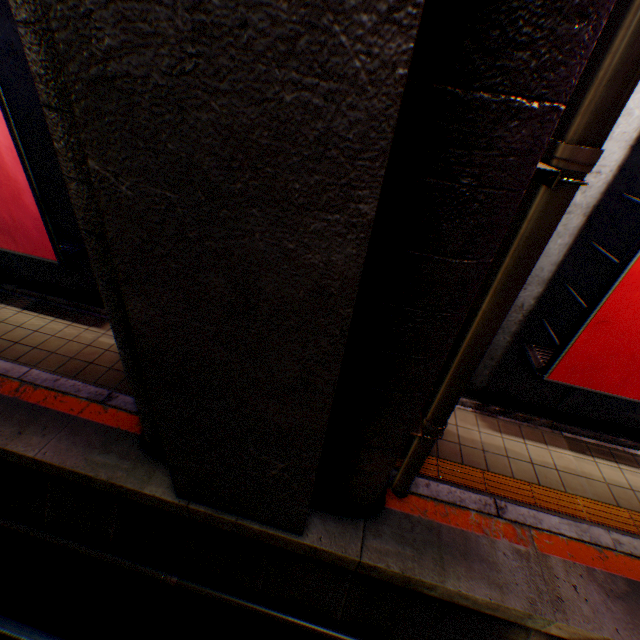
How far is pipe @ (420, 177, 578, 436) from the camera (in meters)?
2.01

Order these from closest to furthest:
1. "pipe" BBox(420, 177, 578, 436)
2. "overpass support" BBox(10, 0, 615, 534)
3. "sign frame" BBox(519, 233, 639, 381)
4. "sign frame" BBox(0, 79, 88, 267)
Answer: "overpass support" BBox(10, 0, 615, 534)
"pipe" BBox(420, 177, 578, 436)
"sign frame" BBox(519, 233, 639, 381)
"sign frame" BBox(0, 79, 88, 267)

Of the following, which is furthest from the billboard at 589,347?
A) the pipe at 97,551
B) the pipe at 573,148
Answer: the pipe at 97,551

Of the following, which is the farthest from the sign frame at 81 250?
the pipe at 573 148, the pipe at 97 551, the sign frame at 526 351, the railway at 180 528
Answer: the sign frame at 526 351

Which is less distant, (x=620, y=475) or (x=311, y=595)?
(x=311, y=595)

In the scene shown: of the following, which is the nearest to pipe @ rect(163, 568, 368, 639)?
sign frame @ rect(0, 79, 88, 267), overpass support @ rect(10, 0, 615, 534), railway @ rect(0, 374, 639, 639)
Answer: railway @ rect(0, 374, 639, 639)

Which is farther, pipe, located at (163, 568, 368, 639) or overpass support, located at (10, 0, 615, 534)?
pipe, located at (163, 568, 368, 639)

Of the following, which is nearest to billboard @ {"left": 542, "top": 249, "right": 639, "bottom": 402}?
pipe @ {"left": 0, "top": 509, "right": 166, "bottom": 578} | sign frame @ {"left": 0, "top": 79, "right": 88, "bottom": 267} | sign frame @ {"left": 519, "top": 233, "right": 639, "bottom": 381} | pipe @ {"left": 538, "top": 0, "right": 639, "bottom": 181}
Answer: sign frame @ {"left": 519, "top": 233, "right": 639, "bottom": 381}
